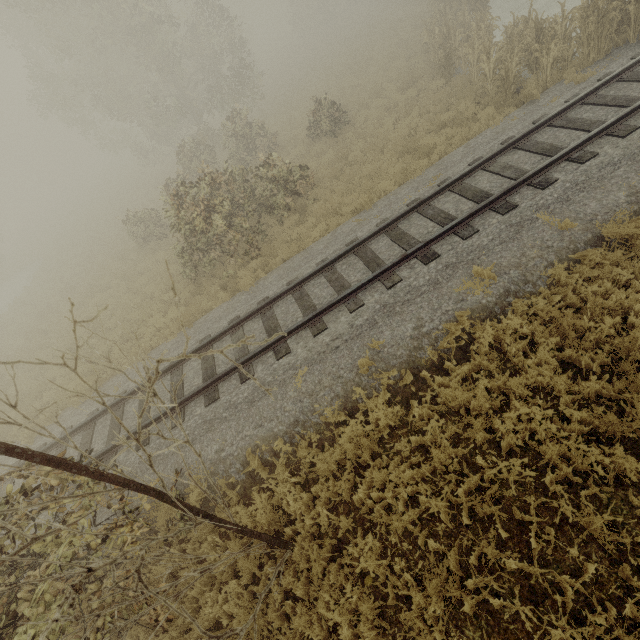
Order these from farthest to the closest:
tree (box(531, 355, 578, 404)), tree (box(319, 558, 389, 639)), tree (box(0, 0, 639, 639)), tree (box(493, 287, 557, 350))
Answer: tree (box(493, 287, 557, 350)), tree (box(531, 355, 578, 404)), tree (box(319, 558, 389, 639)), tree (box(0, 0, 639, 639))

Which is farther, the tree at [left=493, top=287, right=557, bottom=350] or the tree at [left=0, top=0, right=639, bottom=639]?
the tree at [left=493, top=287, right=557, bottom=350]

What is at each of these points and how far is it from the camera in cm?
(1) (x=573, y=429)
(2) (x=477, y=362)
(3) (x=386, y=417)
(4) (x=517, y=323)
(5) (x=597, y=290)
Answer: (1) tree, 469
(2) tree, 595
(3) tree, 605
(4) tree, 584
(5) tree, 578

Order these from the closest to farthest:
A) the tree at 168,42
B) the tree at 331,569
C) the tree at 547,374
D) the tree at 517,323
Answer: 1. the tree at 168,42
2. the tree at 331,569
3. the tree at 547,374
4. the tree at 517,323

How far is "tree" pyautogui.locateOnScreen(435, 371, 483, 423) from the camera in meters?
5.4

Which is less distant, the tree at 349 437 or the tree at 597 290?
the tree at 597 290
